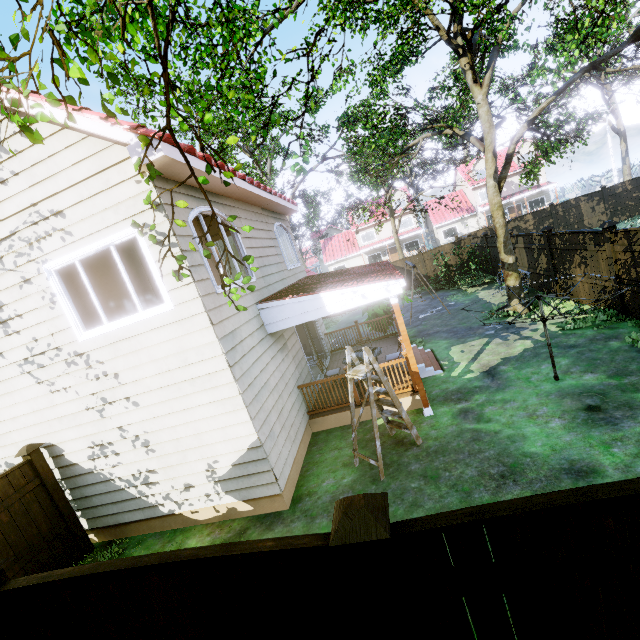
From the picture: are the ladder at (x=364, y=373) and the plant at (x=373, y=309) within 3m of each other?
no

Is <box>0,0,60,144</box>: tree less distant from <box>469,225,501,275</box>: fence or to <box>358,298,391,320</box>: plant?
<box>469,225,501,275</box>: fence

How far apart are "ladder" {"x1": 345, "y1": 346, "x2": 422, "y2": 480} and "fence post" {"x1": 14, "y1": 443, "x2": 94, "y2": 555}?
5.7m

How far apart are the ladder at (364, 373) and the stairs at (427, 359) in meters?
2.6 m

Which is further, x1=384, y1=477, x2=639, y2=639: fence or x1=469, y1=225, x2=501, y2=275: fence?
x1=469, y1=225, x2=501, y2=275: fence

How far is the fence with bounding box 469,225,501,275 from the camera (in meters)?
16.12

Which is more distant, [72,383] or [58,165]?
[72,383]

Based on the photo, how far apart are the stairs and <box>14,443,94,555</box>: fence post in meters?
8.5
